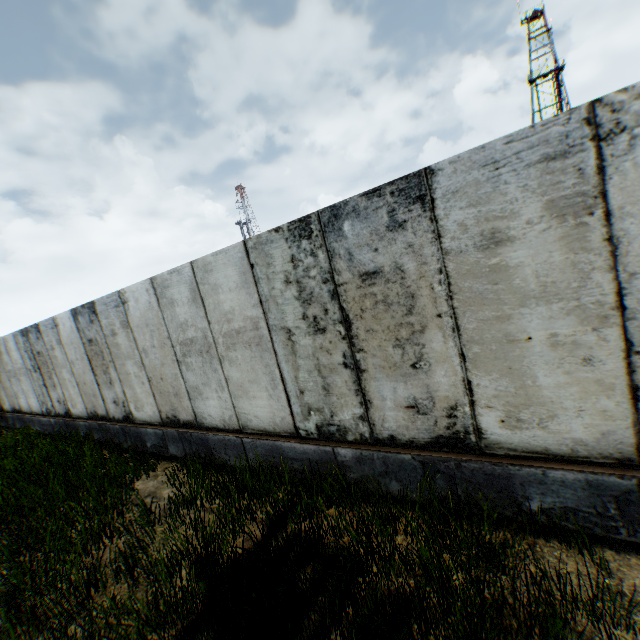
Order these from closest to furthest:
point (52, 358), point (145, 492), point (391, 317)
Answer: point (391, 317)
point (145, 492)
point (52, 358)
